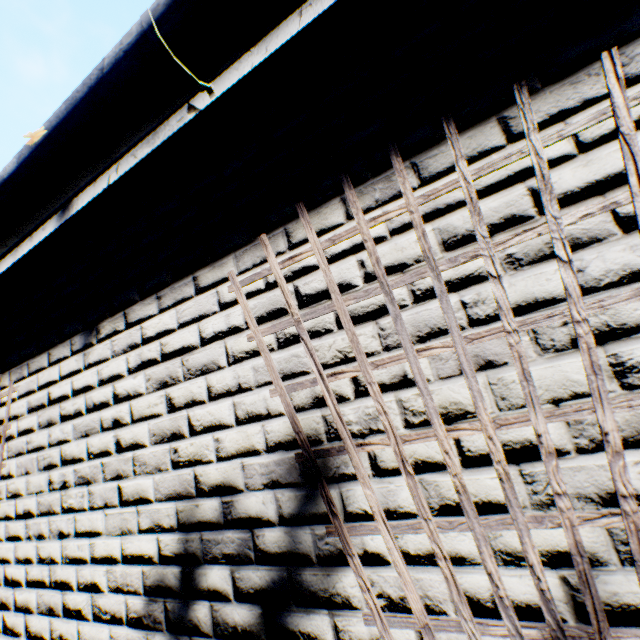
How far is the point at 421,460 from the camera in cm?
91
